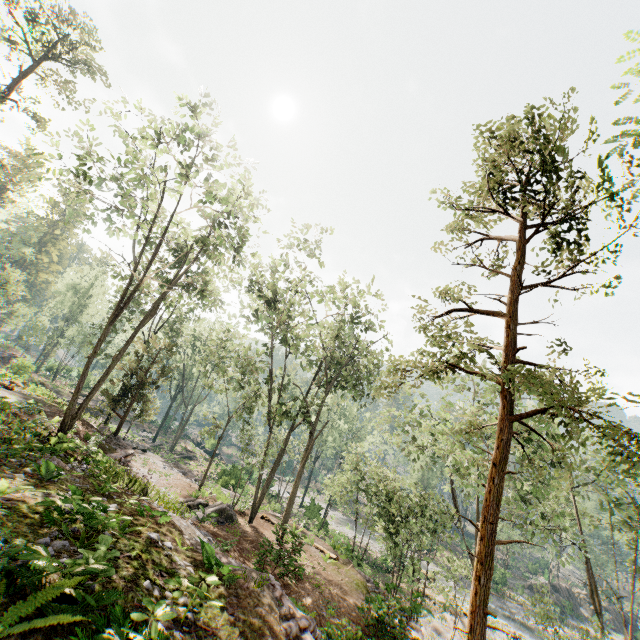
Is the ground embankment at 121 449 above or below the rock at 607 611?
above

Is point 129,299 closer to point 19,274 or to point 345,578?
point 345,578

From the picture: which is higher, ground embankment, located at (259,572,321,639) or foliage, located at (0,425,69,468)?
foliage, located at (0,425,69,468)

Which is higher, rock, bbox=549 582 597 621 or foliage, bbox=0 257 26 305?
foliage, bbox=0 257 26 305

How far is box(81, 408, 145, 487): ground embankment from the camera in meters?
13.5

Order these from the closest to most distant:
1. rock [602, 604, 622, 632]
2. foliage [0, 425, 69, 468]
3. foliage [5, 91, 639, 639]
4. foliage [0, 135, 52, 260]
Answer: foliage [5, 91, 639, 639] < foliage [0, 425, 69, 468] < foliage [0, 135, 52, 260] < rock [602, 604, 622, 632]

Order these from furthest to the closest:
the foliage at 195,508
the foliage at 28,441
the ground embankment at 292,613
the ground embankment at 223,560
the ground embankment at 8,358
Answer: the ground embankment at 8,358 < the foliage at 195,508 < the foliage at 28,441 < the ground embankment at 223,560 < the ground embankment at 292,613

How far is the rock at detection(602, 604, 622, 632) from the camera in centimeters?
4734cm
